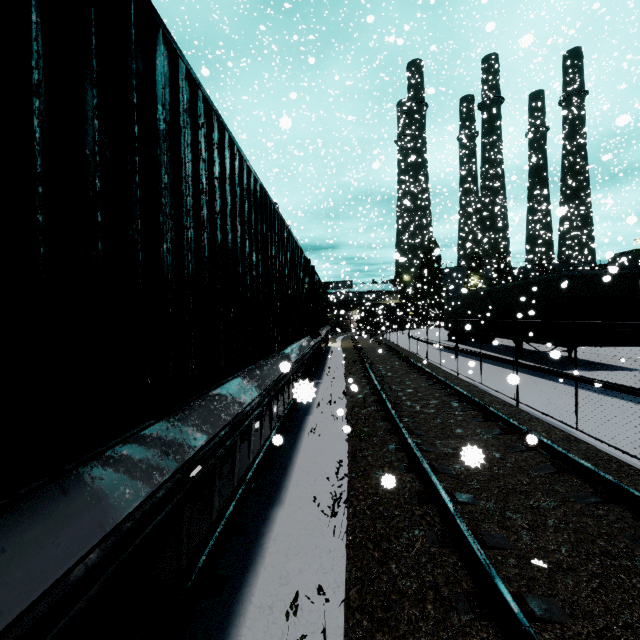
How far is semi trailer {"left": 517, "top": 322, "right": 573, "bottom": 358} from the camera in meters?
11.9 m

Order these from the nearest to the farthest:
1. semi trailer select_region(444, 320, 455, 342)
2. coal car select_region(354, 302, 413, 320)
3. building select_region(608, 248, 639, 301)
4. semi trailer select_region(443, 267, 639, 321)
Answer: semi trailer select_region(443, 267, 639, 321)
building select_region(608, 248, 639, 301)
semi trailer select_region(444, 320, 455, 342)
coal car select_region(354, 302, 413, 320)

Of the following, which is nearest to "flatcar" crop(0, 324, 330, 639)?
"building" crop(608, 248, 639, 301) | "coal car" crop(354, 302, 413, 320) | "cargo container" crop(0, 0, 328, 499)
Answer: "cargo container" crop(0, 0, 328, 499)

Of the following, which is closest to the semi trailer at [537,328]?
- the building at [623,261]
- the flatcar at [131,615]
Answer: the building at [623,261]

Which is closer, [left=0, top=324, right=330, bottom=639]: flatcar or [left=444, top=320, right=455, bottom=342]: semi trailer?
[left=0, top=324, right=330, bottom=639]: flatcar

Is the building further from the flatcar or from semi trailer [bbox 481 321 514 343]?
the flatcar

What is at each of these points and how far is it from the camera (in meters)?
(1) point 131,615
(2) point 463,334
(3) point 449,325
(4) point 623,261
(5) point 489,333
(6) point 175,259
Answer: (1) flatcar, 1.45
(2) semi trailer, 23.69
(3) semi trailer, 19.38
(4) building, 32.09
(5) semi trailer, 18.23
(6) cargo container, 2.12

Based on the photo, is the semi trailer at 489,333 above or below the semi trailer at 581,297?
below
